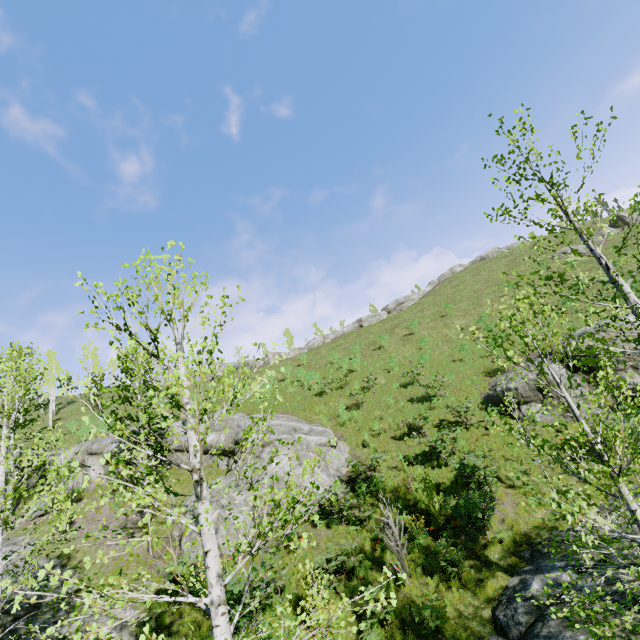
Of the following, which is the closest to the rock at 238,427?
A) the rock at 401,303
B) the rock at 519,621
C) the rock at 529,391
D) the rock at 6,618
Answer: the rock at 6,618

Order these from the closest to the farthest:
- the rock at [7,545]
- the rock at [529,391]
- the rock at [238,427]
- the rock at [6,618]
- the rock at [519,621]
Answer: the rock at [519,621] → the rock at [6,618] → the rock at [7,545] → the rock at [529,391] → the rock at [238,427]

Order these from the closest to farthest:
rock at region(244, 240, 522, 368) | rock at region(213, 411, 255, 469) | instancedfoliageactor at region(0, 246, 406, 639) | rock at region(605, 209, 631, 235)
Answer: instancedfoliageactor at region(0, 246, 406, 639) < rock at region(213, 411, 255, 469) < rock at region(605, 209, 631, 235) < rock at region(244, 240, 522, 368)

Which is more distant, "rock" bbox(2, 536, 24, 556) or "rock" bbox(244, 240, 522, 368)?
"rock" bbox(244, 240, 522, 368)

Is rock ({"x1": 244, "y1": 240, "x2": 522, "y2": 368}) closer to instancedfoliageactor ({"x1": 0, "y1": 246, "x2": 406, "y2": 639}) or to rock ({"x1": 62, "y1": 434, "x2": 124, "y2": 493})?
rock ({"x1": 62, "y1": 434, "x2": 124, "y2": 493})

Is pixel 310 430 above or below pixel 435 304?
below

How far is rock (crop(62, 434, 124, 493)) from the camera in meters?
19.7 m
